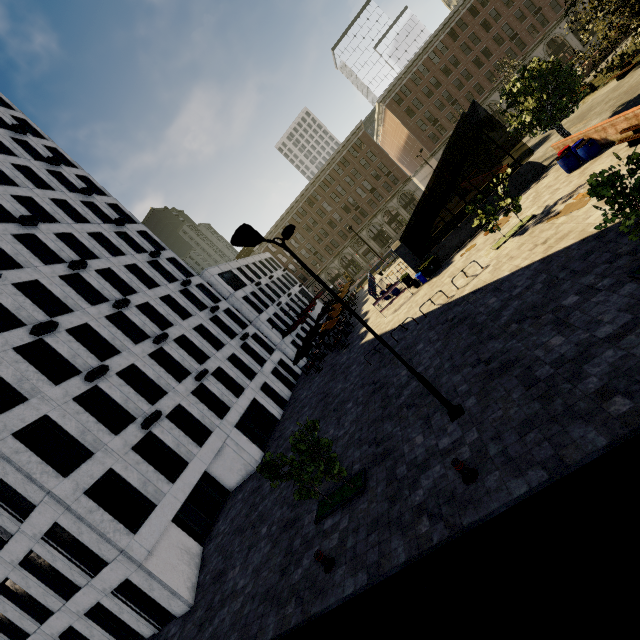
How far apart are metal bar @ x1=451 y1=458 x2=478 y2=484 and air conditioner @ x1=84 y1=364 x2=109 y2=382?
18.34m

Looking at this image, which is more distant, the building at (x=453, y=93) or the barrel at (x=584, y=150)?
the building at (x=453, y=93)

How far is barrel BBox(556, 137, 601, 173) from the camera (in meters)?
16.31

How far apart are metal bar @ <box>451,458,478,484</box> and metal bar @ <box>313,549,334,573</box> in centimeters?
454cm

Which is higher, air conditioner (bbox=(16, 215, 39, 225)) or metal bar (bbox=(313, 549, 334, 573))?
air conditioner (bbox=(16, 215, 39, 225))

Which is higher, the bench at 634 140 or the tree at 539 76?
the tree at 539 76

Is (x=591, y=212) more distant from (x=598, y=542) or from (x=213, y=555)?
(x=213, y=555)

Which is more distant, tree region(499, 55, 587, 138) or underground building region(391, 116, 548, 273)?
underground building region(391, 116, 548, 273)
